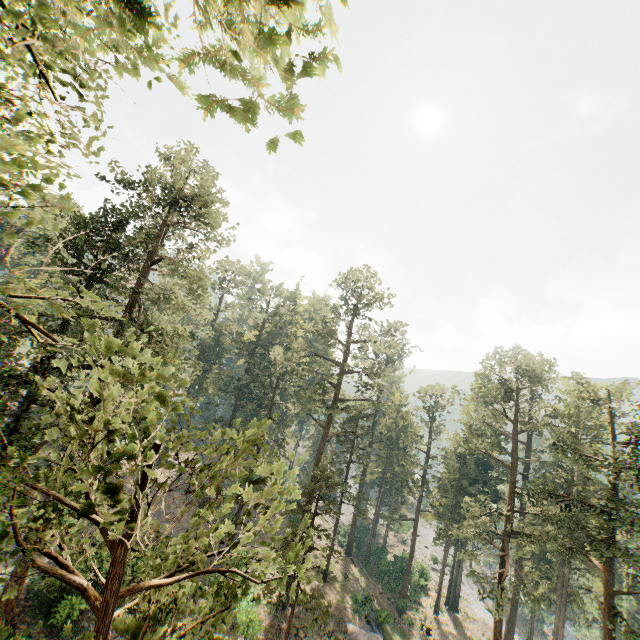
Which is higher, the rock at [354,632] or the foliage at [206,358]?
the foliage at [206,358]

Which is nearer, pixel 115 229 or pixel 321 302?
pixel 115 229

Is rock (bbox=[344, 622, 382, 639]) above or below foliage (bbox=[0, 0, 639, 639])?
below

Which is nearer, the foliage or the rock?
the foliage

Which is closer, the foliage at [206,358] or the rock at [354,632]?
the foliage at [206,358]
